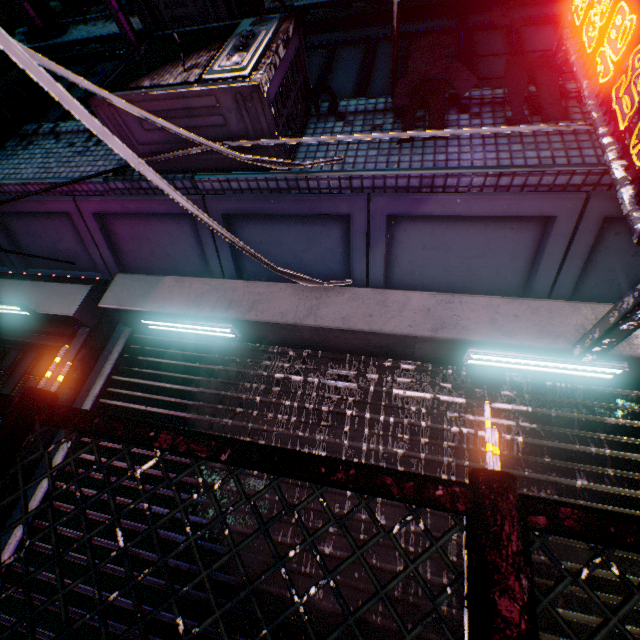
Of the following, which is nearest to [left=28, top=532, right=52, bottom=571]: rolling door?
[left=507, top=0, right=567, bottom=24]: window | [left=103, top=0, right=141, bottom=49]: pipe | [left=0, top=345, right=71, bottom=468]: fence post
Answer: [left=0, top=345, right=71, bottom=468]: fence post

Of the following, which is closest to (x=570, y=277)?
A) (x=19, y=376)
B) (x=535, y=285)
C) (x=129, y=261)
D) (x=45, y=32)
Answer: (x=535, y=285)

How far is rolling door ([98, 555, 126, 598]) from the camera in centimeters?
166cm

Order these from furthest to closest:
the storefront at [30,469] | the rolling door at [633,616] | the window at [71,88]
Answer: the window at [71,88] < the storefront at [30,469] < the rolling door at [633,616]

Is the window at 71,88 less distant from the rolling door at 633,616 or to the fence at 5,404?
the rolling door at 633,616

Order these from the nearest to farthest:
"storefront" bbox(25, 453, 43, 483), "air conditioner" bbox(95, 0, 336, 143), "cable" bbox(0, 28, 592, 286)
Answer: "cable" bbox(0, 28, 592, 286) → "air conditioner" bbox(95, 0, 336, 143) → "storefront" bbox(25, 453, 43, 483)

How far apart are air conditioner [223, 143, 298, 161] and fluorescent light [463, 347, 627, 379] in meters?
1.6

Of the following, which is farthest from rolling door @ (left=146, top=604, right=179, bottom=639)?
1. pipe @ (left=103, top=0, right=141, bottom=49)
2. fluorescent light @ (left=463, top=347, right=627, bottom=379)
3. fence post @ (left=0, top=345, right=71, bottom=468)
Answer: pipe @ (left=103, top=0, right=141, bottom=49)
